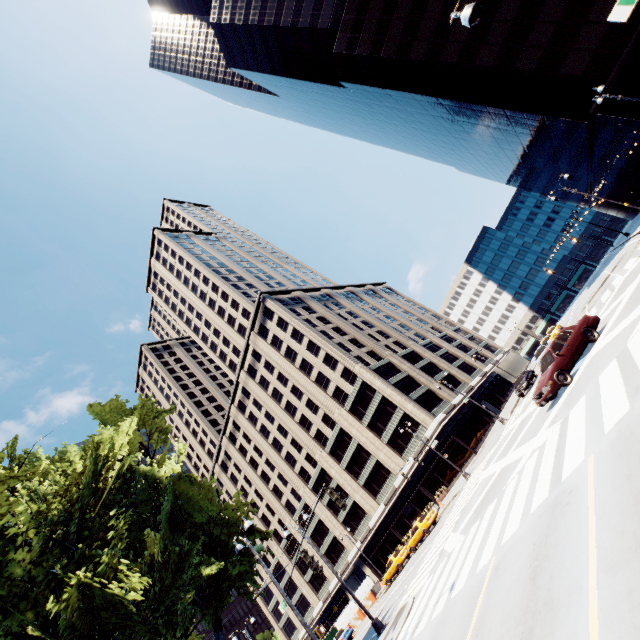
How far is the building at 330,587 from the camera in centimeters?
5775cm

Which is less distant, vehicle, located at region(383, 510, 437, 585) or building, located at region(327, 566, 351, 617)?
vehicle, located at region(383, 510, 437, 585)

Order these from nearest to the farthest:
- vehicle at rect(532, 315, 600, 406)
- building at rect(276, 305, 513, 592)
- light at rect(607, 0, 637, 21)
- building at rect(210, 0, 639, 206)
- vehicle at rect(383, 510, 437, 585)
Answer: light at rect(607, 0, 637, 21) → vehicle at rect(532, 315, 600, 406) → building at rect(210, 0, 639, 206) → vehicle at rect(383, 510, 437, 585) → building at rect(276, 305, 513, 592)

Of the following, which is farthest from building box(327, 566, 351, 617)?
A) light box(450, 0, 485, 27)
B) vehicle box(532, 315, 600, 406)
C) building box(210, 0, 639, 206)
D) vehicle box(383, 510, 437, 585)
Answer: light box(450, 0, 485, 27)

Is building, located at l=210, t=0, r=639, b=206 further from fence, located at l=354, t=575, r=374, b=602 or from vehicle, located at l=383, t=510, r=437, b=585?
fence, located at l=354, t=575, r=374, b=602

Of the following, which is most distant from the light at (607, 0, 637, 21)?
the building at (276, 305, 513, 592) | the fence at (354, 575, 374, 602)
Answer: the fence at (354, 575, 374, 602)

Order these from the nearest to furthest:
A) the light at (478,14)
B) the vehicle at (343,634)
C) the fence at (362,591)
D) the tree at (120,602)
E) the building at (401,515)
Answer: the light at (478,14), the tree at (120,602), the vehicle at (343,634), the fence at (362,591), the building at (401,515)

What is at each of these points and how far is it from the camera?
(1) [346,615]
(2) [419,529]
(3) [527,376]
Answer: (1) fence, 39.2m
(2) vehicle, 30.8m
(3) vehicle, 32.8m
